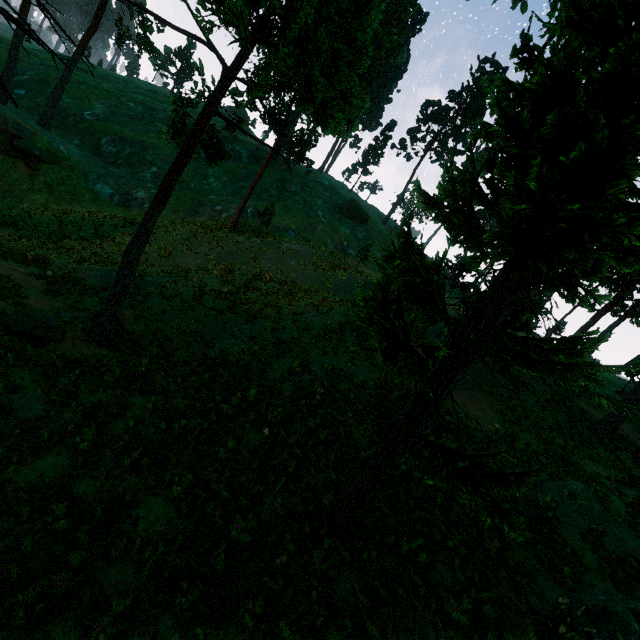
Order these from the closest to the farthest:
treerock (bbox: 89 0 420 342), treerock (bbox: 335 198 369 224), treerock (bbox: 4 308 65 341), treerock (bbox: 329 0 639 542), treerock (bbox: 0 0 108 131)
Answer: treerock (bbox: 329 0 639 542) < treerock (bbox: 0 0 108 131) < treerock (bbox: 89 0 420 342) < treerock (bbox: 4 308 65 341) < treerock (bbox: 335 198 369 224)

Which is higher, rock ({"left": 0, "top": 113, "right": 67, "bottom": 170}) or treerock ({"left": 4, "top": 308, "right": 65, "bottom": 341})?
rock ({"left": 0, "top": 113, "right": 67, "bottom": 170})

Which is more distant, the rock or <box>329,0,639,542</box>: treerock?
the rock

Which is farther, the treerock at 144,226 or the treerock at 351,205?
the treerock at 351,205

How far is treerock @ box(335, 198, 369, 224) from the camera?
54.0m

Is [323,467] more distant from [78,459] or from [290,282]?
[290,282]
